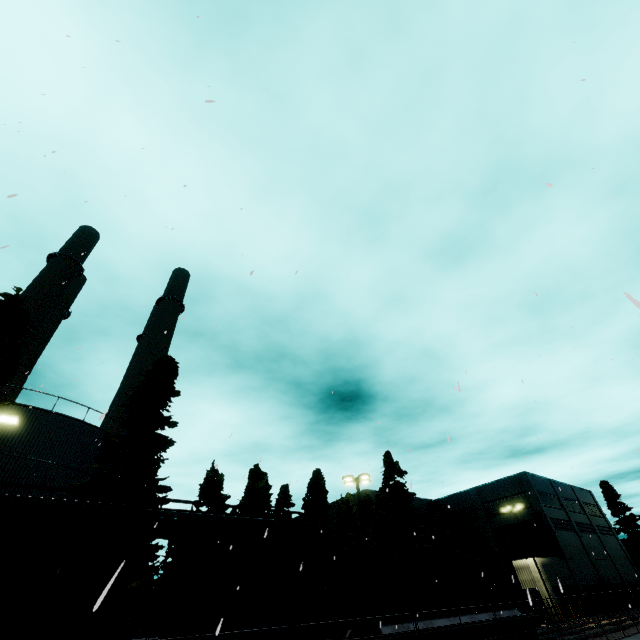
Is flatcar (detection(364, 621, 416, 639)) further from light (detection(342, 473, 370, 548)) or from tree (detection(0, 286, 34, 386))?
tree (detection(0, 286, 34, 386))

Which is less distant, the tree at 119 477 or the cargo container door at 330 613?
the cargo container door at 330 613

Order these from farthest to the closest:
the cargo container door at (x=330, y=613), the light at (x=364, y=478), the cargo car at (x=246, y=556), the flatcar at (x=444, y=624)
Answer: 1. the light at (x=364, y=478)
2. the flatcar at (x=444, y=624)
3. the cargo container door at (x=330, y=613)
4. the cargo car at (x=246, y=556)

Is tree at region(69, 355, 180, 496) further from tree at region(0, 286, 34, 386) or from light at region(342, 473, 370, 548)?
light at region(342, 473, 370, 548)

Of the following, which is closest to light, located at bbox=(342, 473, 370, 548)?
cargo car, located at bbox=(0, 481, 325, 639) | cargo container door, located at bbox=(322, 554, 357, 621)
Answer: cargo container door, located at bbox=(322, 554, 357, 621)

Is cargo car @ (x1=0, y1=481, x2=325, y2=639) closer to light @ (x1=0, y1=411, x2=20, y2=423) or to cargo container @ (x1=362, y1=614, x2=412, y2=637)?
cargo container @ (x1=362, y1=614, x2=412, y2=637)

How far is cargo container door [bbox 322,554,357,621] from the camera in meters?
12.5

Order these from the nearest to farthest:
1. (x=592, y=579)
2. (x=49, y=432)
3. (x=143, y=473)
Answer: (x=143, y=473), (x=49, y=432), (x=592, y=579)
